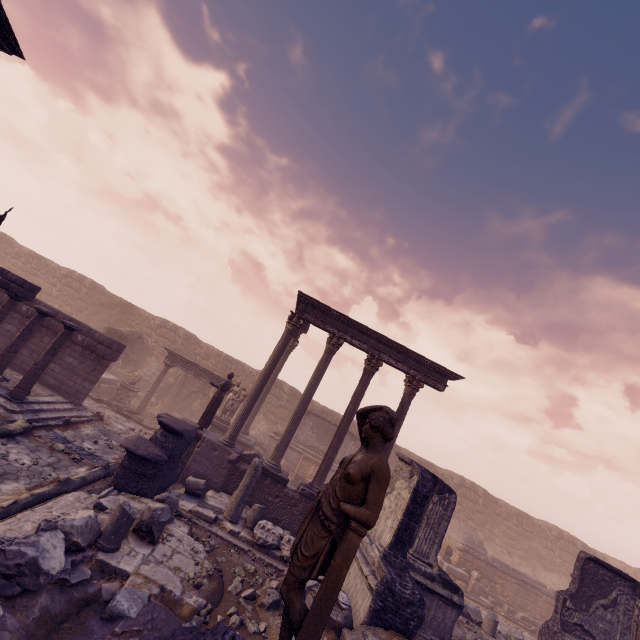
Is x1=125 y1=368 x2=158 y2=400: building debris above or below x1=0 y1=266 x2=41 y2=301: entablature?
below

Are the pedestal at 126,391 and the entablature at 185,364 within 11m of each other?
yes

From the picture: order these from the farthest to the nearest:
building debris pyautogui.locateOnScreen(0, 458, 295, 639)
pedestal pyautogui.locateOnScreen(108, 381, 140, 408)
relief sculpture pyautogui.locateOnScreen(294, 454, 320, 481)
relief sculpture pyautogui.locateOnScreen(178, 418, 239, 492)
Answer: relief sculpture pyautogui.locateOnScreen(294, 454, 320, 481)
pedestal pyautogui.locateOnScreen(108, 381, 140, 408)
relief sculpture pyautogui.locateOnScreen(178, 418, 239, 492)
building debris pyautogui.locateOnScreen(0, 458, 295, 639)

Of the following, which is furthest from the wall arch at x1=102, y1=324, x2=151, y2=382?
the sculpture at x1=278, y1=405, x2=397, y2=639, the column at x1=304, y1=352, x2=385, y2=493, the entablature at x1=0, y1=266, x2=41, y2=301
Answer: the sculpture at x1=278, y1=405, x2=397, y2=639

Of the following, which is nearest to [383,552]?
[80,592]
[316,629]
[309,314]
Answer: [80,592]

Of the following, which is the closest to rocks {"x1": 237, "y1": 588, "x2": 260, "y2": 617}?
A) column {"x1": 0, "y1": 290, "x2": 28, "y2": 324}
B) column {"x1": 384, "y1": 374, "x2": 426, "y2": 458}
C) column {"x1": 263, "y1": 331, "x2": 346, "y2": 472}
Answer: column {"x1": 263, "y1": 331, "x2": 346, "y2": 472}

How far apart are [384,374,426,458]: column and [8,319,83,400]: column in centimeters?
1118cm

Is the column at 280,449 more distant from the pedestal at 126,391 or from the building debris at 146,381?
the building debris at 146,381
